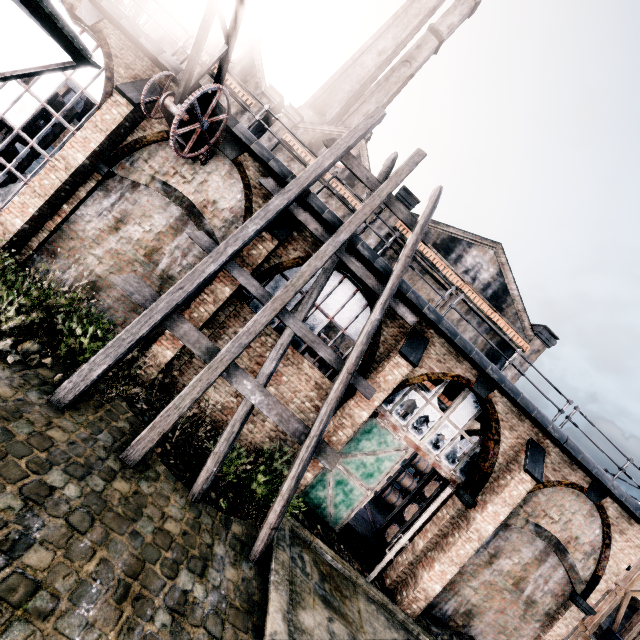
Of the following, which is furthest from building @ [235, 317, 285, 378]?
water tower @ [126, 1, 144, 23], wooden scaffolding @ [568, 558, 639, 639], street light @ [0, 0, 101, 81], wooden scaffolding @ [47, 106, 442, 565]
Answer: street light @ [0, 0, 101, 81]

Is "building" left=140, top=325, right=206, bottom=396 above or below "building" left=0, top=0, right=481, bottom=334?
below

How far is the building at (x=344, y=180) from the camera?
10.2m

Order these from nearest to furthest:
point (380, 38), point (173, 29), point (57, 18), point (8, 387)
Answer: point (57, 18)
point (8, 387)
point (173, 29)
point (380, 38)

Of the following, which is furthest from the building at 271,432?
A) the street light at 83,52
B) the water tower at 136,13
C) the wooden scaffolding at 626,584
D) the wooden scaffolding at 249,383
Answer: the street light at 83,52

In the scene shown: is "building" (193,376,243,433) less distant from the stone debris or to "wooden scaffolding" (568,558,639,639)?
the stone debris

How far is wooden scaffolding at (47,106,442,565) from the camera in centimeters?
764cm

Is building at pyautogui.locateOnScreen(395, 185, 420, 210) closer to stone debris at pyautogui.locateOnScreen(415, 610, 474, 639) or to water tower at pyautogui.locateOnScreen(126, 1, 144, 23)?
stone debris at pyautogui.locateOnScreen(415, 610, 474, 639)
